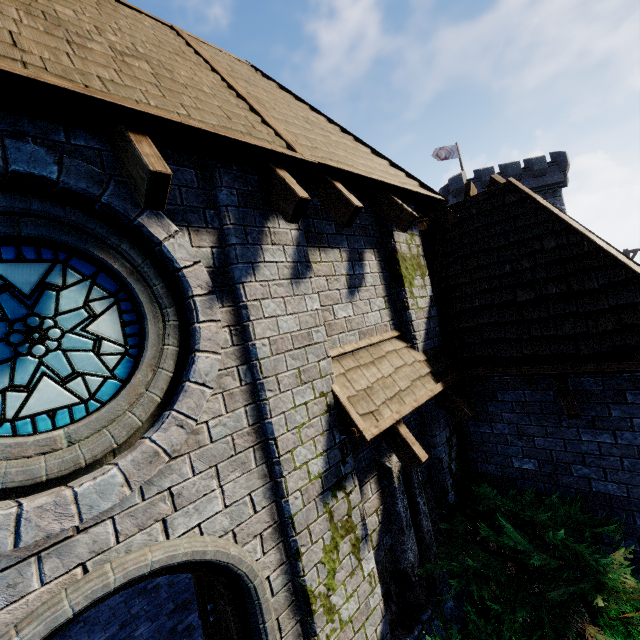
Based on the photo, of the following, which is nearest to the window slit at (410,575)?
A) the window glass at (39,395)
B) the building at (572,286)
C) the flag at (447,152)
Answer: the building at (572,286)

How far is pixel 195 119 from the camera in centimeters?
277cm

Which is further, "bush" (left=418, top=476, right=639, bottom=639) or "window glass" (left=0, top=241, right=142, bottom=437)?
"bush" (left=418, top=476, right=639, bottom=639)

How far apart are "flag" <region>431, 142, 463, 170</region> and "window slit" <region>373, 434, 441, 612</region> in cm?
3468

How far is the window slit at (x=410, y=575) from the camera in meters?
4.2

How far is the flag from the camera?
32.72m

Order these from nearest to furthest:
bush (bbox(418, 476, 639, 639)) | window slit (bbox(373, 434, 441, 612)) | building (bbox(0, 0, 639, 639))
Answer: building (bbox(0, 0, 639, 639))
bush (bbox(418, 476, 639, 639))
window slit (bbox(373, 434, 441, 612))

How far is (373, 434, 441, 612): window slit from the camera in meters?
4.2 m
